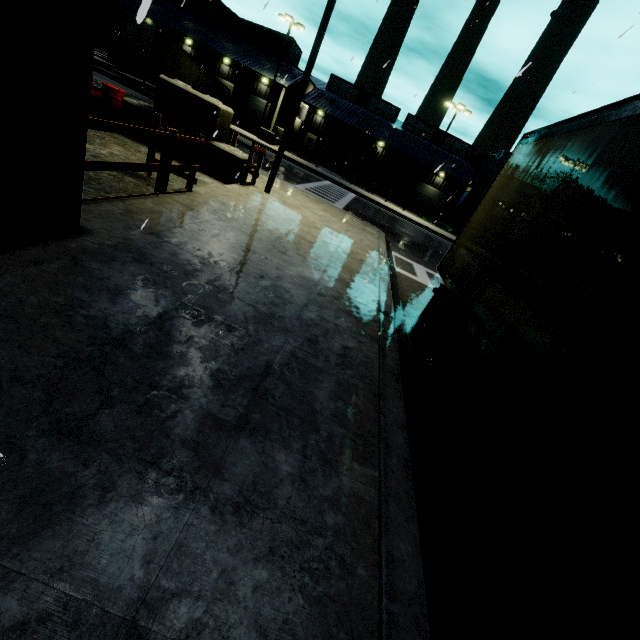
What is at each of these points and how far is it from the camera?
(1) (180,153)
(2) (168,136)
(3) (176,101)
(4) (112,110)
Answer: (1) concrete block, 9.9 meters
(2) fence, 5.8 meters
(3) concrete block, 9.3 meters
(4) oil drum, 9.9 meters

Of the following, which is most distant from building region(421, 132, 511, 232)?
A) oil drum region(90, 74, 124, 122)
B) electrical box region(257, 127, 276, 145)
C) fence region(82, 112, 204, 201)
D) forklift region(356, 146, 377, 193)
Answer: electrical box region(257, 127, 276, 145)

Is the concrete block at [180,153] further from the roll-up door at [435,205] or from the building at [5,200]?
the building at [5,200]

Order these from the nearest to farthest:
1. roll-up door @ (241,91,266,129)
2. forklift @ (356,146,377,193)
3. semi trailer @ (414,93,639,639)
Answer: semi trailer @ (414,93,639,639)
forklift @ (356,146,377,193)
roll-up door @ (241,91,266,129)

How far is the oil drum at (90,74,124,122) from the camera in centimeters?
966cm

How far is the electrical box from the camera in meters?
31.6 m

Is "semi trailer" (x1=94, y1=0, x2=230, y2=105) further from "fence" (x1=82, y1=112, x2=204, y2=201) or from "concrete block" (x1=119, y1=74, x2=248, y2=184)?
"fence" (x1=82, y1=112, x2=204, y2=201)

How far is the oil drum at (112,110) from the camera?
9.66m
